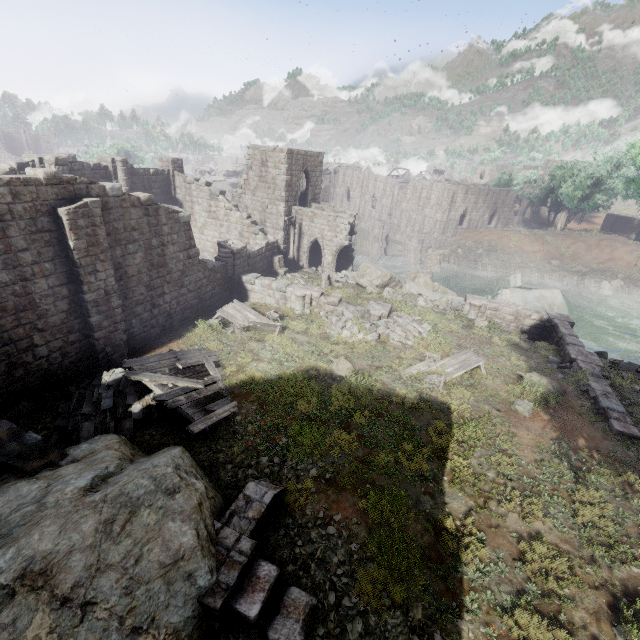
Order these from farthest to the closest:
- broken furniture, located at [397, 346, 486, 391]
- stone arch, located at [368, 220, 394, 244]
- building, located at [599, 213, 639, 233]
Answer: stone arch, located at [368, 220, 394, 244] → building, located at [599, 213, 639, 233] → broken furniture, located at [397, 346, 486, 391]

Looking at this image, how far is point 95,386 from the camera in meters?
11.8 m

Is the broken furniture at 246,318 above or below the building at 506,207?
below

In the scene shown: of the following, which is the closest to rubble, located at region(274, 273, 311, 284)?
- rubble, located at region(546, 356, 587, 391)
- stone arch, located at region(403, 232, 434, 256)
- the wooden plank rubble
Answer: the wooden plank rubble

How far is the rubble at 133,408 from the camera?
10.24m

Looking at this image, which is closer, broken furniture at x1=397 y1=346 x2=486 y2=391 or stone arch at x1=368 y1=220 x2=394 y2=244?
broken furniture at x1=397 y1=346 x2=486 y2=391

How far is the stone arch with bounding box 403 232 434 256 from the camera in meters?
46.3

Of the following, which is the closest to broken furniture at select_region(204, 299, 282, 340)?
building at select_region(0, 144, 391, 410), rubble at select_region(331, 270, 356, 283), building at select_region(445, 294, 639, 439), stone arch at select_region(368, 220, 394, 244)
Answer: building at select_region(0, 144, 391, 410)
